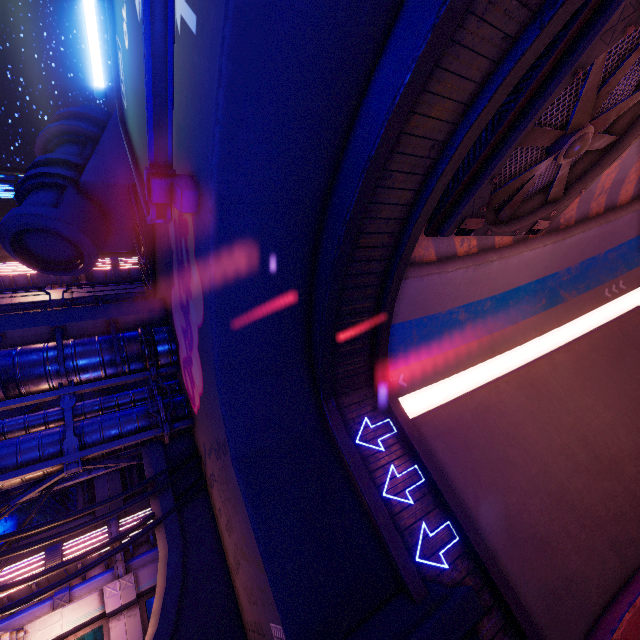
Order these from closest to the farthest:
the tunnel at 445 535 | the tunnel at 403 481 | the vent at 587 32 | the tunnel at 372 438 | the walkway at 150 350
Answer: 1. the vent at 587 32
2. the tunnel at 445 535
3. the tunnel at 403 481
4. the tunnel at 372 438
5. the walkway at 150 350

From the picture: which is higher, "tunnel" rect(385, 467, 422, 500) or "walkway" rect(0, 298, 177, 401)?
"walkway" rect(0, 298, 177, 401)

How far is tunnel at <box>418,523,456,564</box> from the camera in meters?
7.5

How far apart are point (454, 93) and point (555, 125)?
3.7 meters

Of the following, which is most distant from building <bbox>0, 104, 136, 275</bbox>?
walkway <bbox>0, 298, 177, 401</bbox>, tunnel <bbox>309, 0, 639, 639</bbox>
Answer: tunnel <bbox>309, 0, 639, 639</bbox>

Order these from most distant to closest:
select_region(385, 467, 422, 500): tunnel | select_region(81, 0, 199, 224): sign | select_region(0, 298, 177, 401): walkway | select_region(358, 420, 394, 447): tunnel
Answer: select_region(0, 298, 177, 401): walkway < select_region(358, 420, 394, 447): tunnel < select_region(385, 467, 422, 500): tunnel < select_region(81, 0, 199, 224): sign

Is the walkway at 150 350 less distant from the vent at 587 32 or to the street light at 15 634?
the street light at 15 634

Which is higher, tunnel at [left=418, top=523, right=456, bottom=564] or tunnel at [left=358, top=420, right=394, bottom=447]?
tunnel at [left=358, top=420, right=394, bottom=447]
